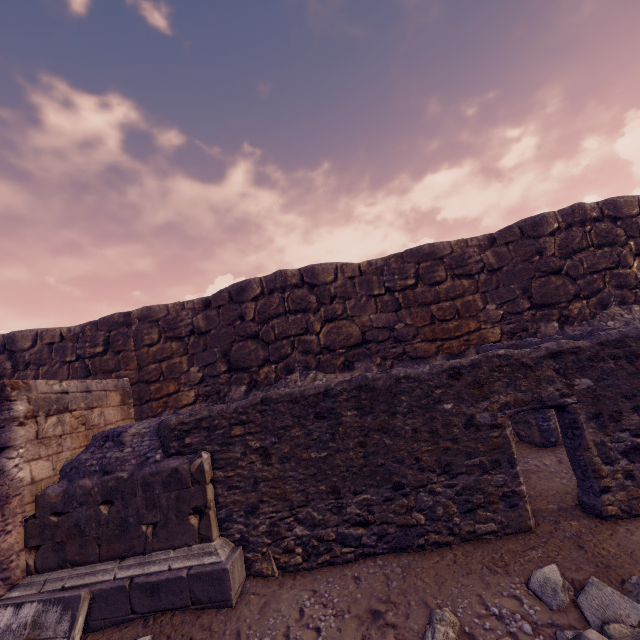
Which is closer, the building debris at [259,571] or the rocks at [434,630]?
the rocks at [434,630]

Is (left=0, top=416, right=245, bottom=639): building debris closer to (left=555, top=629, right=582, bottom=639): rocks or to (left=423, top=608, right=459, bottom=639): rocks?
(left=423, top=608, right=459, bottom=639): rocks

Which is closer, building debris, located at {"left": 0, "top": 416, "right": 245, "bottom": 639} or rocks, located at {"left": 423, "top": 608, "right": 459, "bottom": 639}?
rocks, located at {"left": 423, "top": 608, "right": 459, "bottom": 639}

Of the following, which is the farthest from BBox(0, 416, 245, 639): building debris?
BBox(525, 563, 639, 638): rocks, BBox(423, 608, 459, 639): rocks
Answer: BBox(525, 563, 639, 638): rocks

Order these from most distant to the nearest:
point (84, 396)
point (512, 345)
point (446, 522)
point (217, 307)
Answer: point (217, 307) → point (512, 345) → point (84, 396) → point (446, 522)

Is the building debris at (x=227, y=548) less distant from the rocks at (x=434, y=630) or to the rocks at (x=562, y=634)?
the rocks at (x=434, y=630)

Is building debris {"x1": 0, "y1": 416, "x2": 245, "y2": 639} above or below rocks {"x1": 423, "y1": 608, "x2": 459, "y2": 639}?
above
